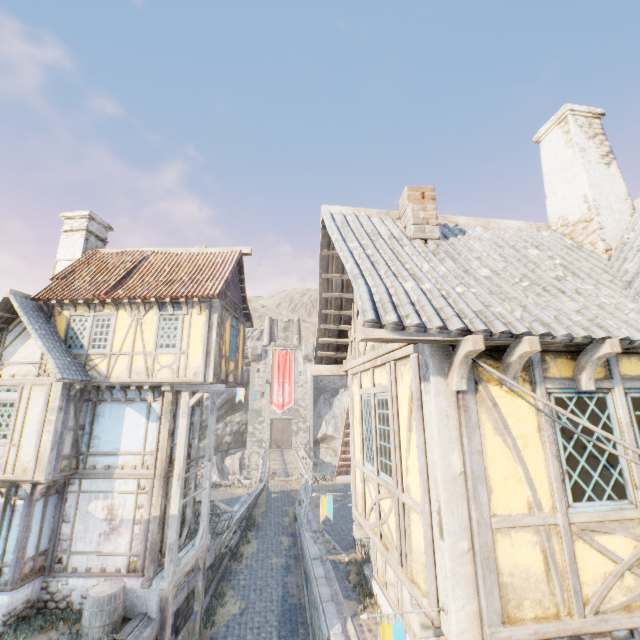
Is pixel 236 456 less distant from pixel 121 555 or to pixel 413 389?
pixel 121 555

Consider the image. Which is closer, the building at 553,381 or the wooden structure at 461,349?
the wooden structure at 461,349

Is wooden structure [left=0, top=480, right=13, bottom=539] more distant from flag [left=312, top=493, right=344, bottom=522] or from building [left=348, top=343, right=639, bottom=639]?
building [left=348, top=343, right=639, bottom=639]

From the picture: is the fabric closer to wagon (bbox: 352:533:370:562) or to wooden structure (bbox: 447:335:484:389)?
wagon (bbox: 352:533:370:562)

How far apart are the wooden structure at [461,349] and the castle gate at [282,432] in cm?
4358

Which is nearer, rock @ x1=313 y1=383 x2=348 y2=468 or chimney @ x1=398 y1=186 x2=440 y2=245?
chimney @ x1=398 y1=186 x2=440 y2=245

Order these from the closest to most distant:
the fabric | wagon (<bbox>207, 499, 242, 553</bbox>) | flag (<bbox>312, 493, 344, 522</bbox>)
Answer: flag (<bbox>312, 493, 344, 522</bbox>)
the fabric
wagon (<bbox>207, 499, 242, 553</bbox>)

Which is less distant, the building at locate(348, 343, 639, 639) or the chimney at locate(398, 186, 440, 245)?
the building at locate(348, 343, 639, 639)
